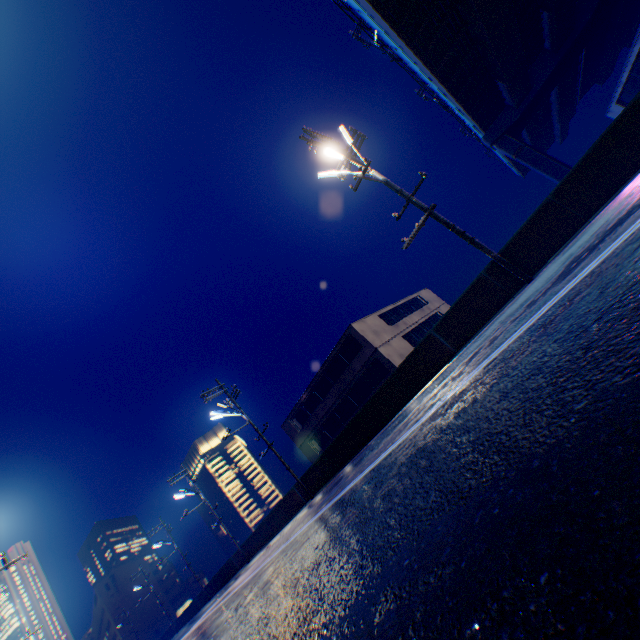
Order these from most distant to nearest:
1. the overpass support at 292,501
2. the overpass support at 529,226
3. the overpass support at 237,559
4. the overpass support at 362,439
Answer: the overpass support at 237,559
the overpass support at 292,501
the overpass support at 362,439
the overpass support at 529,226

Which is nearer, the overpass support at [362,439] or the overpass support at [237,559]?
the overpass support at [362,439]

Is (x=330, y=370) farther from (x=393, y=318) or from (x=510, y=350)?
(x=510, y=350)

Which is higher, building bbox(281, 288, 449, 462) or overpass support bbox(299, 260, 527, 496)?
building bbox(281, 288, 449, 462)

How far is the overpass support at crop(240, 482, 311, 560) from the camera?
20.1m

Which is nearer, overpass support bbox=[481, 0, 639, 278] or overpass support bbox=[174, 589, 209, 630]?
overpass support bbox=[481, 0, 639, 278]
